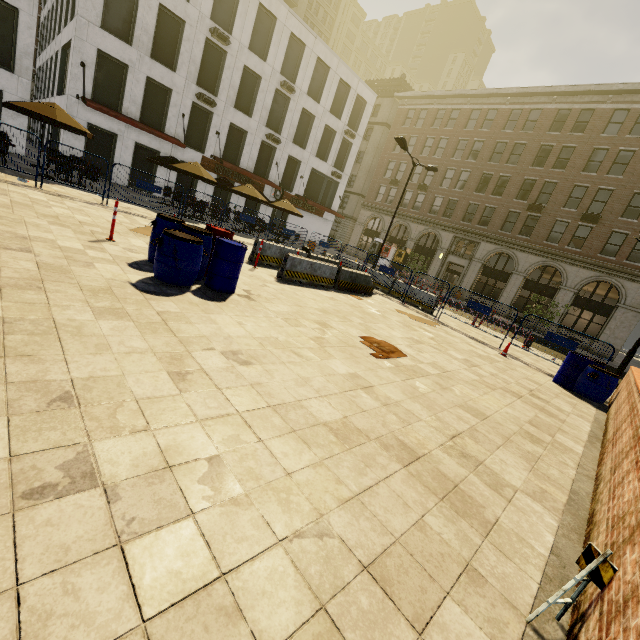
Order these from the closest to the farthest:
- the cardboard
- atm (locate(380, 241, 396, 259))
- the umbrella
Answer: the cardboard, the umbrella, atm (locate(380, 241, 396, 259))

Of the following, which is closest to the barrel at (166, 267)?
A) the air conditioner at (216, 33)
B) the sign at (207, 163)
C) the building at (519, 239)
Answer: the sign at (207, 163)

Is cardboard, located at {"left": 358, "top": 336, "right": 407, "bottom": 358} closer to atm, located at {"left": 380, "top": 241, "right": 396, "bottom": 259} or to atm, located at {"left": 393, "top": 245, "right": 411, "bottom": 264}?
atm, located at {"left": 393, "top": 245, "right": 411, "bottom": 264}

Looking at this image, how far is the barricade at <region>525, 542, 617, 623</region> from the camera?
2.0 meters

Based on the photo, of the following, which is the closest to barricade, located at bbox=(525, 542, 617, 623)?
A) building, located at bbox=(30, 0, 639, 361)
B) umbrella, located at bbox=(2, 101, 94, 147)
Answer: umbrella, located at bbox=(2, 101, 94, 147)

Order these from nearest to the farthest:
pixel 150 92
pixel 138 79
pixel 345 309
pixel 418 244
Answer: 1. pixel 345 309
2. pixel 138 79
3. pixel 150 92
4. pixel 418 244

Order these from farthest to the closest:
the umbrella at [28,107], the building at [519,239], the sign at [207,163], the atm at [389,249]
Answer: the atm at [389,249] < the sign at [207,163] < the building at [519,239] < the umbrella at [28,107]

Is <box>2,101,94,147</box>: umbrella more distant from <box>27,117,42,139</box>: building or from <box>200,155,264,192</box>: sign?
<box>27,117,42,139</box>: building
